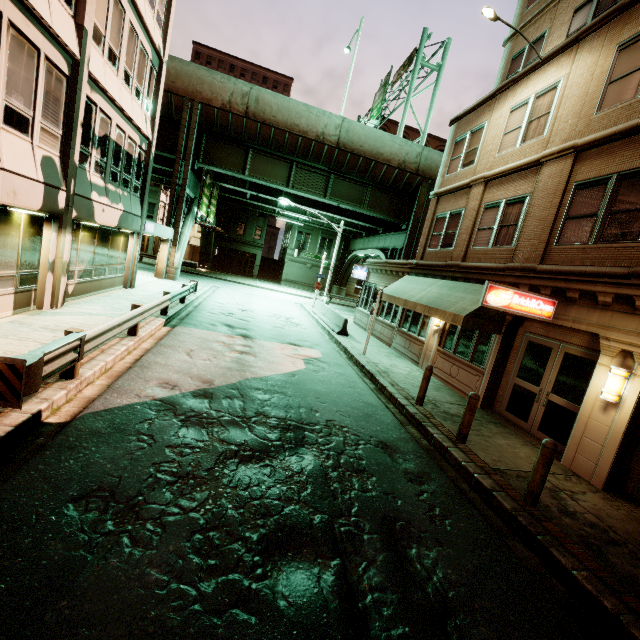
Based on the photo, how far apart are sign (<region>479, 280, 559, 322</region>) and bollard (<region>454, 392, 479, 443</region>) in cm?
225

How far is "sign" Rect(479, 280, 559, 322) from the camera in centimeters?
→ 815cm

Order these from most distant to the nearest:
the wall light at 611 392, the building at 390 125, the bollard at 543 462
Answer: the building at 390 125, the wall light at 611 392, the bollard at 543 462

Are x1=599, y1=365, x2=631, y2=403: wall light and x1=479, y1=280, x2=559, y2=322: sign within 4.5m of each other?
yes

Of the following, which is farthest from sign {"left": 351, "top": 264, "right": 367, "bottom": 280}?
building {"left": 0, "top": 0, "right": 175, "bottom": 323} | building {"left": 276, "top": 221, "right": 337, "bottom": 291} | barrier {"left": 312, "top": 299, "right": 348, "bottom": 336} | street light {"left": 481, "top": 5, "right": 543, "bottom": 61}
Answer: building {"left": 276, "top": 221, "right": 337, "bottom": 291}

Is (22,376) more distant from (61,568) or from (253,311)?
(253,311)

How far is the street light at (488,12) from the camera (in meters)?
9.99

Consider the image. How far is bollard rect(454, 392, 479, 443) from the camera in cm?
750
